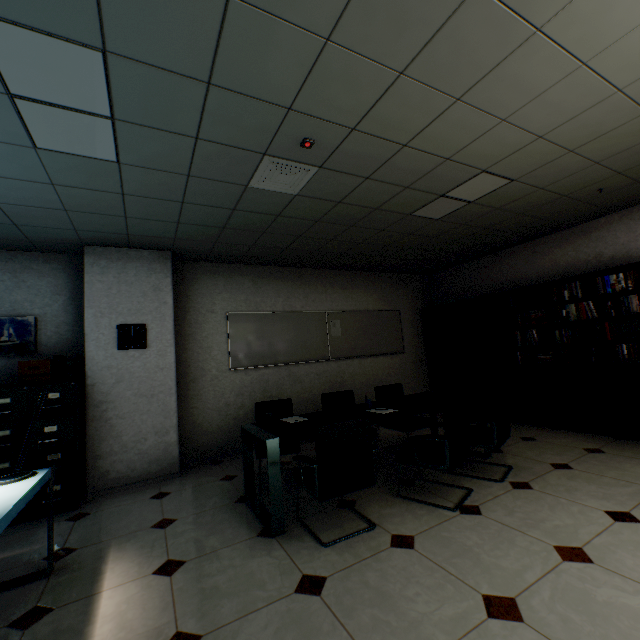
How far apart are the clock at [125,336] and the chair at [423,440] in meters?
3.3 m

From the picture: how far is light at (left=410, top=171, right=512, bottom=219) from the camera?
3.2m

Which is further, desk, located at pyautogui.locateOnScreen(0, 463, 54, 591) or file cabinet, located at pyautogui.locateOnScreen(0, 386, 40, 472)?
file cabinet, located at pyautogui.locateOnScreen(0, 386, 40, 472)

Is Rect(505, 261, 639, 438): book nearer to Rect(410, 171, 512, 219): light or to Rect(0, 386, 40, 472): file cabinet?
Rect(410, 171, 512, 219): light

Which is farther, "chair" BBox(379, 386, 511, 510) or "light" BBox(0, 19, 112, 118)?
"chair" BBox(379, 386, 511, 510)

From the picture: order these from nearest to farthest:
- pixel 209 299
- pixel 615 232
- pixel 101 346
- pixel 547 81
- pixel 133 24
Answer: pixel 133 24 < pixel 547 81 < pixel 101 346 < pixel 615 232 < pixel 209 299

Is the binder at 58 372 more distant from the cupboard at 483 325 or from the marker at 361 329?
the cupboard at 483 325

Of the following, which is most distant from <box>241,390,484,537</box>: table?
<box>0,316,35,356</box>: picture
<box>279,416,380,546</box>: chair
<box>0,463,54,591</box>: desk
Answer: <box>0,316,35,356</box>: picture
